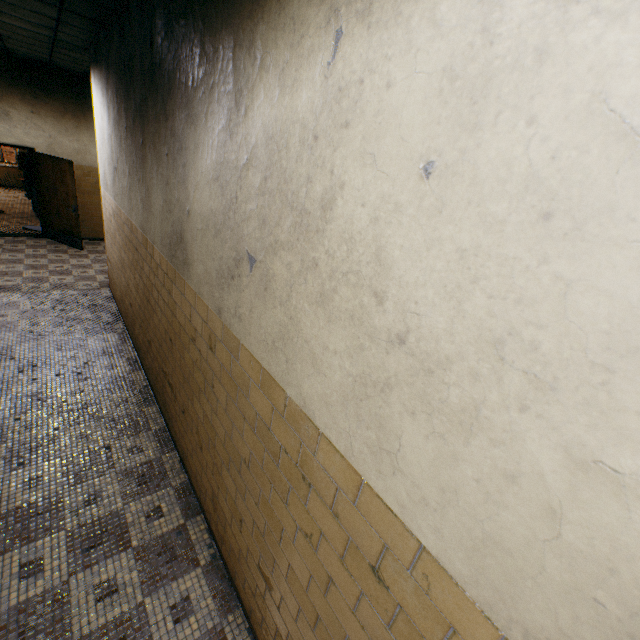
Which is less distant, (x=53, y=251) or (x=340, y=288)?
(x=340, y=288)
